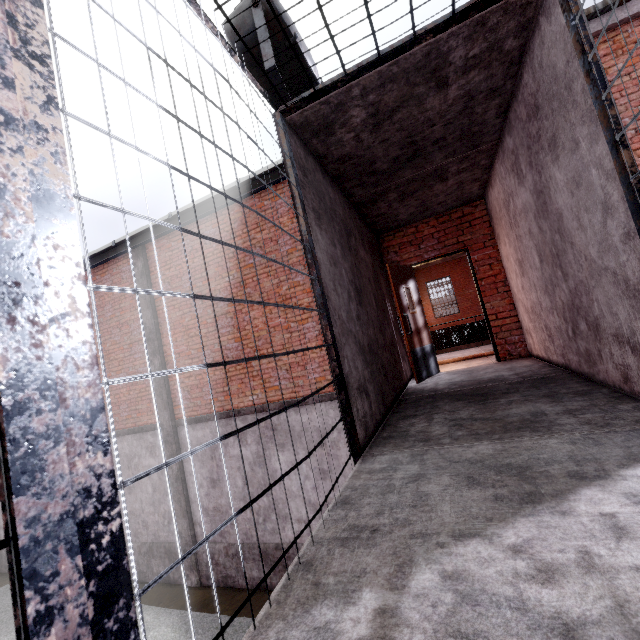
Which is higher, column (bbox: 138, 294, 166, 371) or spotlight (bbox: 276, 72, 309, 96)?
spotlight (bbox: 276, 72, 309, 96)

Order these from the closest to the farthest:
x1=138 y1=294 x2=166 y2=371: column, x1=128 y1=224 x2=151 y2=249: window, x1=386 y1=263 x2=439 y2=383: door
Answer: x1=386 y1=263 x2=439 y2=383: door, x1=128 y1=224 x2=151 y2=249: window, x1=138 y1=294 x2=166 y2=371: column

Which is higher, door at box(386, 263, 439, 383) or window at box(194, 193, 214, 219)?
window at box(194, 193, 214, 219)

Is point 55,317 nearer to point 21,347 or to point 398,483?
point 21,347

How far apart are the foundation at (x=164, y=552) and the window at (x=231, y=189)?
7.7m

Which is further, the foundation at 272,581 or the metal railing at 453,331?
the metal railing at 453,331

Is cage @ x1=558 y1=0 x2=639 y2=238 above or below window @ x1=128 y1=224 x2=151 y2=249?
below

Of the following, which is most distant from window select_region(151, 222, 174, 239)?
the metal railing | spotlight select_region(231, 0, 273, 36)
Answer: the metal railing
